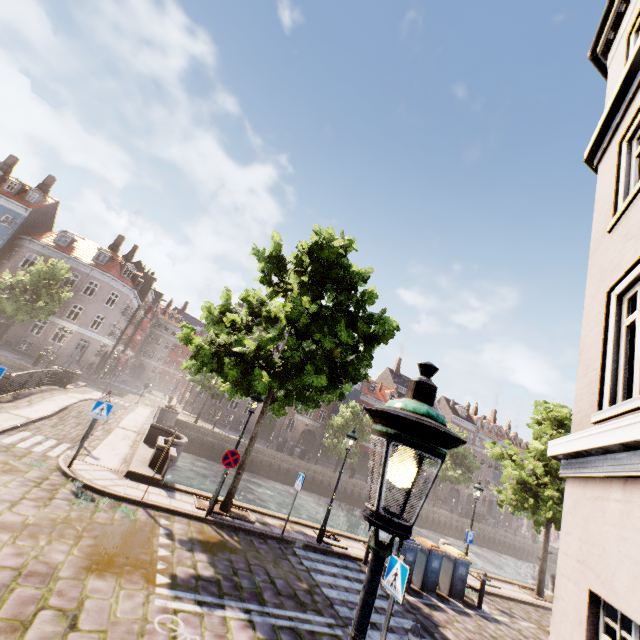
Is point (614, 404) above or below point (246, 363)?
above

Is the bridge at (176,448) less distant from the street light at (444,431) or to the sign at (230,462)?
the sign at (230,462)

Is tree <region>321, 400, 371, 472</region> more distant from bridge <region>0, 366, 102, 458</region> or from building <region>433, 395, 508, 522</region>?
building <region>433, 395, 508, 522</region>

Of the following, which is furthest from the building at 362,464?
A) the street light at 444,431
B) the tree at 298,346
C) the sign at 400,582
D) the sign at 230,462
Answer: the street light at 444,431

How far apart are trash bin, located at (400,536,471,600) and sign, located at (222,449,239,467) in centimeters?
709cm

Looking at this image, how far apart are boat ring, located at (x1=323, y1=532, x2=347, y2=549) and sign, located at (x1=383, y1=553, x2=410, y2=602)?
6.7m

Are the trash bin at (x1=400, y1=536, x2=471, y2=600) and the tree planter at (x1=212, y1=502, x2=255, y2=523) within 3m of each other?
no

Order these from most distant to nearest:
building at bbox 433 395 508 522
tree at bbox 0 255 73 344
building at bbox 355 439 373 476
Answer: building at bbox 433 395 508 522 → building at bbox 355 439 373 476 → tree at bbox 0 255 73 344
